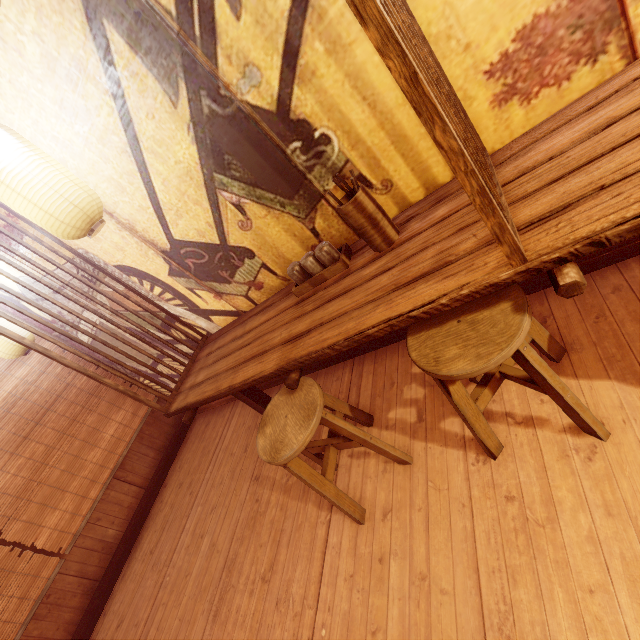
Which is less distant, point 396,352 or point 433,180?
point 433,180

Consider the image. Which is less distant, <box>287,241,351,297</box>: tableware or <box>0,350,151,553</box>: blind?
<box>287,241,351,297</box>: tableware

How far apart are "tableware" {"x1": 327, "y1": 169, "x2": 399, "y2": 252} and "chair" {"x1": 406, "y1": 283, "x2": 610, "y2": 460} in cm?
69

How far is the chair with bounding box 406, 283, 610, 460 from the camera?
2.03m

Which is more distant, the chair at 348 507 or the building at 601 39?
the chair at 348 507

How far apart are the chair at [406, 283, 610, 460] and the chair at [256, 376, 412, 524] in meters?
0.8 m

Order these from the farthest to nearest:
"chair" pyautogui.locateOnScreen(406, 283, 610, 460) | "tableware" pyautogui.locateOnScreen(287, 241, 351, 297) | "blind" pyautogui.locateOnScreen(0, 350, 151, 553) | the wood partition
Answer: "blind" pyautogui.locateOnScreen(0, 350, 151, 553), "tableware" pyautogui.locateOnScreen(287, 241, 351, 297), "chair" pyautogui.locateOnScreen(406, 283, 610, 460), the wood partition

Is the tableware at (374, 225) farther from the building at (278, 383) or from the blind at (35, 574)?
the blind at (35, 574)
